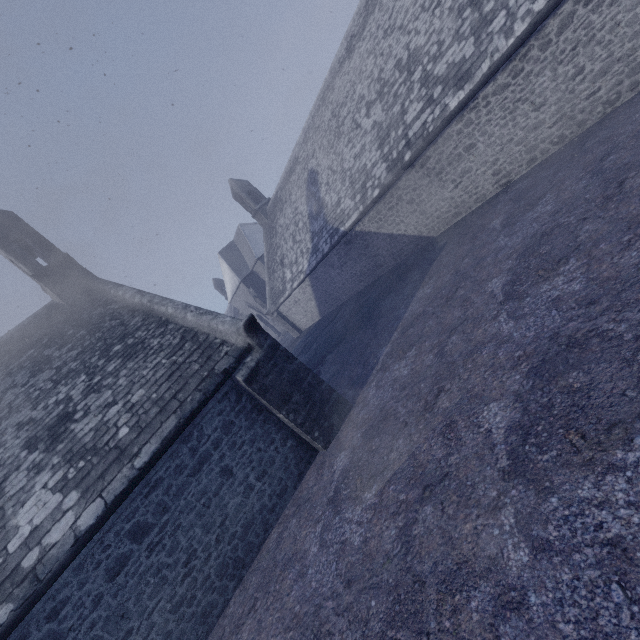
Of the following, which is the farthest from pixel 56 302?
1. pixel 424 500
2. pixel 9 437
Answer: pixel 424 500
